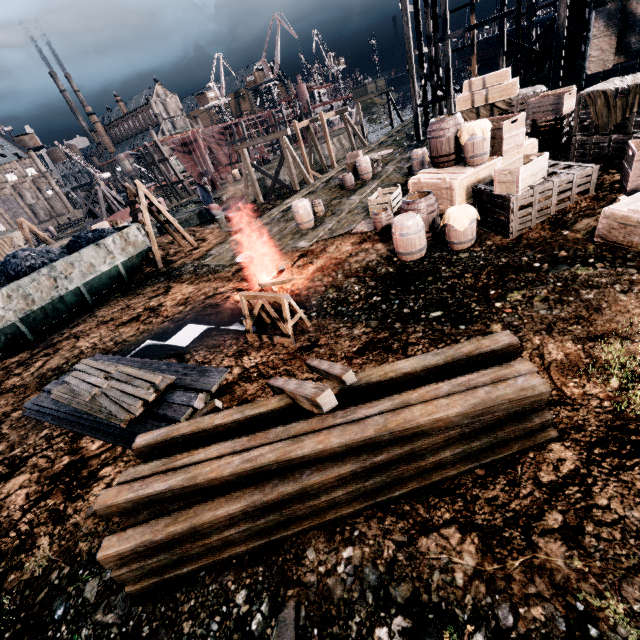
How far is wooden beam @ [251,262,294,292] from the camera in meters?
10.4 m

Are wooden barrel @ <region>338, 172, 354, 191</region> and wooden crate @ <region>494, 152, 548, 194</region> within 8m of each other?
no

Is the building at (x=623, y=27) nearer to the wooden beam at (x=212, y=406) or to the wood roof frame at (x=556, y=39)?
the wooden beam at (x=212, y=406)

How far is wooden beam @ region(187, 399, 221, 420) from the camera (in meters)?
5.37

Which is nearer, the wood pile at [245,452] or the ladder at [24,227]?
the wood pile at [245,452]

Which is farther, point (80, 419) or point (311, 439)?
point (80, 419)

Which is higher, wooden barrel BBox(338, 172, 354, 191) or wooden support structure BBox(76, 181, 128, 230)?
wooden support structure BBox(76, 181, 128, 230)

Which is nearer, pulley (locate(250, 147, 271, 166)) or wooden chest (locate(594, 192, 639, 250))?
wooden chest (locate(594, 192, 639, 250))
